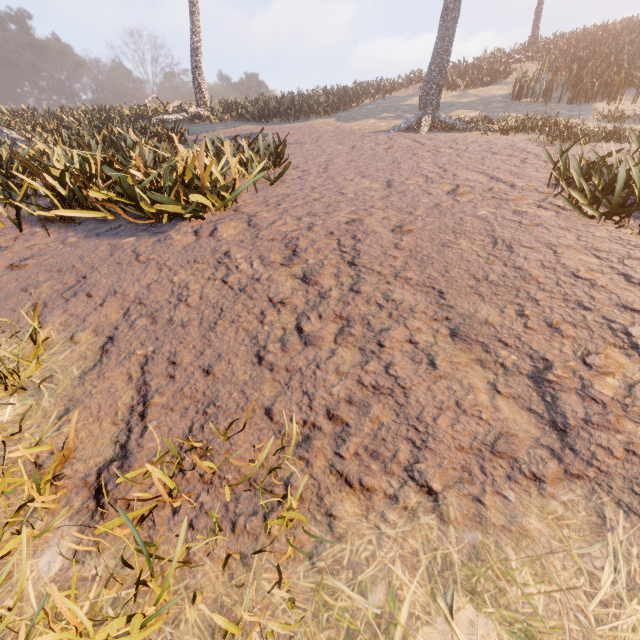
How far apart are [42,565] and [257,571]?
1.2 meters

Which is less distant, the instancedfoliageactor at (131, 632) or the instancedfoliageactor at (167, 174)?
the instancedfoliageactor at (131, 632)

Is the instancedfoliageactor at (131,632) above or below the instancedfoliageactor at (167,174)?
below

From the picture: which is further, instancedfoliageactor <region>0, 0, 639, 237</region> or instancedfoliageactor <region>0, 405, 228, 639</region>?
instancedfoliageactor <region>0, 0, 639, 237</region>

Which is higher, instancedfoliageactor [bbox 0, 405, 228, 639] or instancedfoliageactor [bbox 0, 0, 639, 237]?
instancedfoliageactor [bbox 0, 0, 639, 237]
